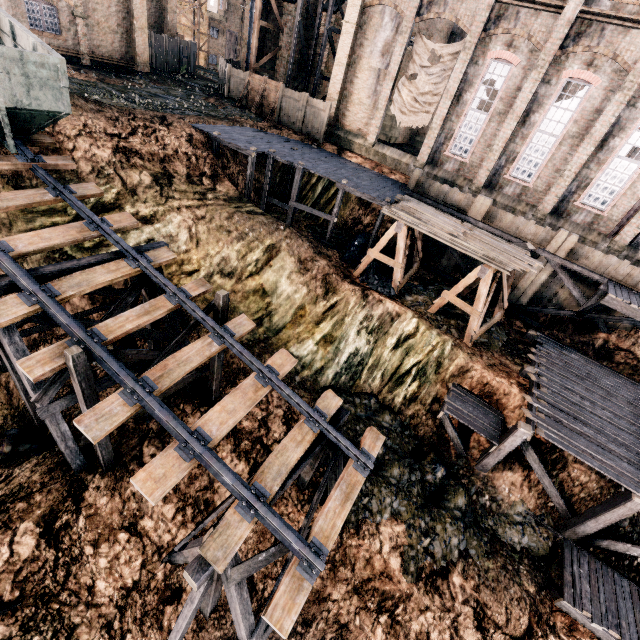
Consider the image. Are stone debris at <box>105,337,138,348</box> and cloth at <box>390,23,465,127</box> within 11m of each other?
no

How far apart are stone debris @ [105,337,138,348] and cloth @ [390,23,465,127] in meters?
23.2 m

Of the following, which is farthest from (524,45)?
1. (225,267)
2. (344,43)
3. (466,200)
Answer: (225,267)

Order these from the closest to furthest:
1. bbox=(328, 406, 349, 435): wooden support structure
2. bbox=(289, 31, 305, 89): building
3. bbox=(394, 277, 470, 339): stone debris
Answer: bbox=(328, 406, 349, 435): wooden support structure → bbox=(394, 277, 470, 339): stone debris → bbox=(289, 31, 305, 89): building

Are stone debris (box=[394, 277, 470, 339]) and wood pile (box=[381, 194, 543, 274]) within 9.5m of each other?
yes

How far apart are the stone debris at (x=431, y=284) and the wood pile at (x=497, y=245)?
3.5 meters

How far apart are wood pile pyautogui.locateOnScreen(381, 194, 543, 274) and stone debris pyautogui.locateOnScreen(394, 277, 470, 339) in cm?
350

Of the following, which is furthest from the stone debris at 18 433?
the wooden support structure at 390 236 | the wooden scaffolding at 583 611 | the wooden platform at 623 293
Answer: the wooden platform at 623 293
